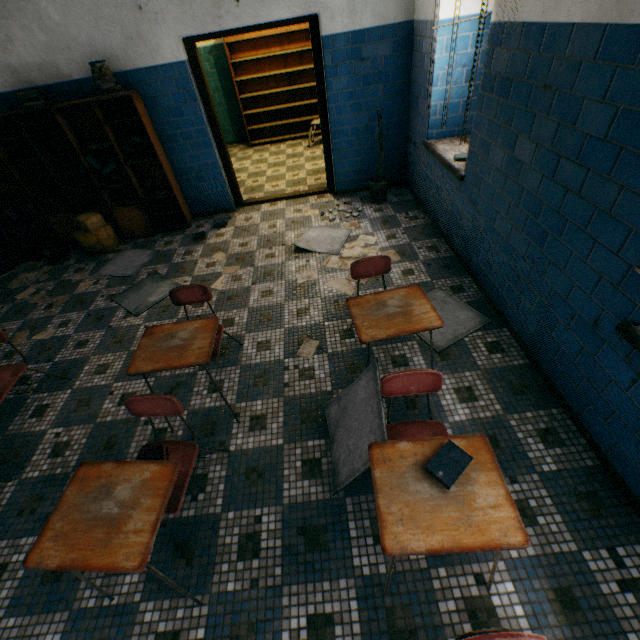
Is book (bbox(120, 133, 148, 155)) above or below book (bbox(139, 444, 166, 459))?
above

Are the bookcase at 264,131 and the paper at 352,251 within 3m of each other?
no

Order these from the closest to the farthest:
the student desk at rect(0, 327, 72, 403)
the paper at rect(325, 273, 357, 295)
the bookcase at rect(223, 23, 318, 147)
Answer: the student desk at rect(0, 327, 72, 403), the paper at rect(325, 273, 357, 295), the bookcase at rect(223, 23, 318, 147)

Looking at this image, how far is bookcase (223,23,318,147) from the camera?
6.87m

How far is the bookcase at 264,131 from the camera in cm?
687

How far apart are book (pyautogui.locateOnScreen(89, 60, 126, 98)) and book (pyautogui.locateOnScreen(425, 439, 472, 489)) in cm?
509

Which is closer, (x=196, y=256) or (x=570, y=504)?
(x=570, y=504)

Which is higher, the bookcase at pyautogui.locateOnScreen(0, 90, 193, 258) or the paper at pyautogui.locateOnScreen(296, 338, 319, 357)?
the bookcase at pyautogui.locateOnScreen(0, 90, 193, 258)
